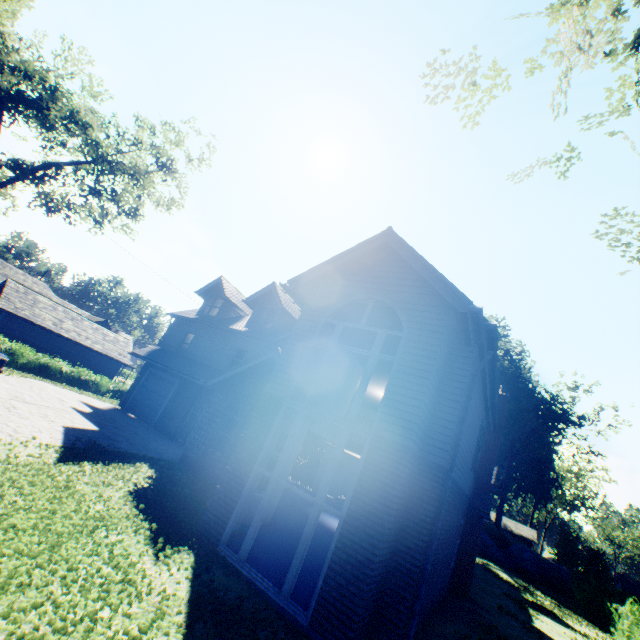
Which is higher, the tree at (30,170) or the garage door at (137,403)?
the tree at (30,170)

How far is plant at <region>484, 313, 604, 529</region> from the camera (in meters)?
38.44

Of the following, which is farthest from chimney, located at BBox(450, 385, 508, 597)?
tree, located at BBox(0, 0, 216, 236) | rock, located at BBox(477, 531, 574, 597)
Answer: rock, located at BBox(477, 531, 574, 597)

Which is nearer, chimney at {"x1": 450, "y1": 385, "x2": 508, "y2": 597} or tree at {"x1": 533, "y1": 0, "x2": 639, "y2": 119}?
tree at {"x1": 533, "y1": 0, "x2": 639, "y2": 119}

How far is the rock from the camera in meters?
31.0

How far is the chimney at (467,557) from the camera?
12.85m

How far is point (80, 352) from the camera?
28.86m
